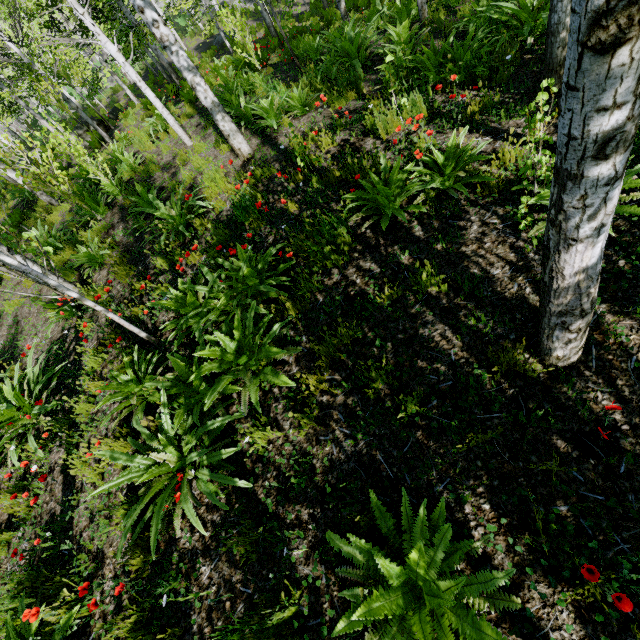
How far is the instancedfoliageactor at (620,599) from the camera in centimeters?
136cm

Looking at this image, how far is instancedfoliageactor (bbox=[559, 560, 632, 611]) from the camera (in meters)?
1.36

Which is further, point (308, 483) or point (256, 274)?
point (256, 274)
